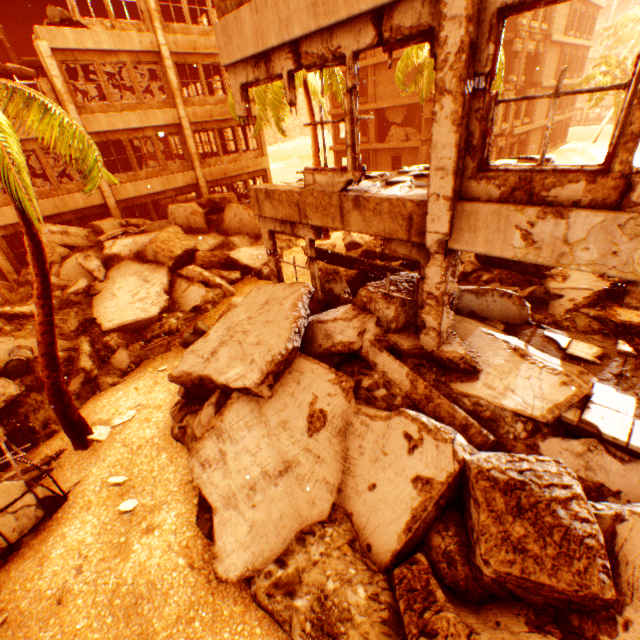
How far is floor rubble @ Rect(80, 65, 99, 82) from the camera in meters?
17.4

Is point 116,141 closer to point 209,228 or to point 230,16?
point 209,228

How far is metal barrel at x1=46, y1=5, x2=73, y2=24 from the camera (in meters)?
13.13

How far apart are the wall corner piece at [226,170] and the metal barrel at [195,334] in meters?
12.1

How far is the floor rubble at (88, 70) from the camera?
17.36m

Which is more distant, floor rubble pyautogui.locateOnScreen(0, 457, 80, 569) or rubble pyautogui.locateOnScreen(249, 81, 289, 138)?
rubble pyautogui.locateOnScreen(249, 81, 289, 138)

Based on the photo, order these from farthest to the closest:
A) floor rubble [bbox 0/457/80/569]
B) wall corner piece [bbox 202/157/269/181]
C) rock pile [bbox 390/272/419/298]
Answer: wall corner piece [bbox 202/157/269/181], rock pile [bbox 390/272/419/298], floor rubble [bbox 0/457/80/569]

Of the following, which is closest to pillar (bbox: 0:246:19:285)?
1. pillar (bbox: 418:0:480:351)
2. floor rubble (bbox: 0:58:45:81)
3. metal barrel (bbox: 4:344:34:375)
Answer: floor rubble (bbox: 0:58:45:81)
